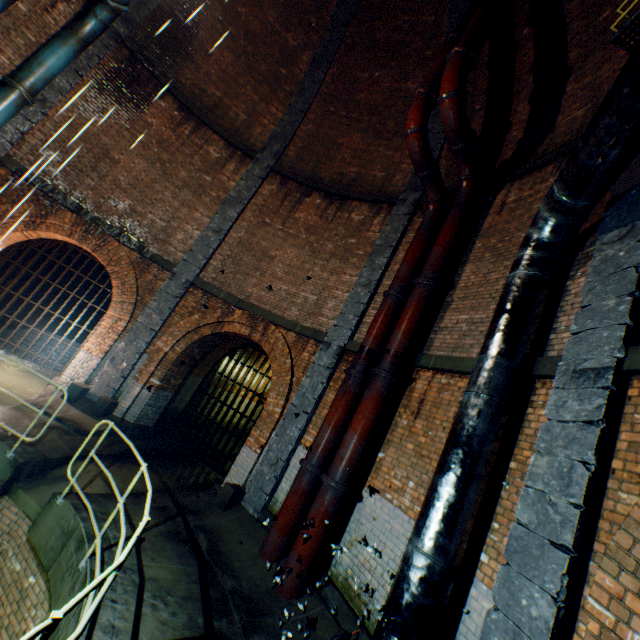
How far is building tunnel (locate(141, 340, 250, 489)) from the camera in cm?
920

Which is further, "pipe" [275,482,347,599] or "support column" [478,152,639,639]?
"support column" [478,152,639,639]

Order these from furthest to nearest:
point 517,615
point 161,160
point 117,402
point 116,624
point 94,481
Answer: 1. point 161,160
2. point 117,402
3. point 94,481
4. point 116,624
5. point 517,615

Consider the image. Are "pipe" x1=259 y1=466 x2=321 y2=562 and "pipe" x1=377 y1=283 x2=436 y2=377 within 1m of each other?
no

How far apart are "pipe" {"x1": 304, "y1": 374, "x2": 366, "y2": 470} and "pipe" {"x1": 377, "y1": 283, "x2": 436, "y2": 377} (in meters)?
0.47

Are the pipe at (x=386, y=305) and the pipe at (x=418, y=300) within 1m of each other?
yes

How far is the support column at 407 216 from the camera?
7.17m

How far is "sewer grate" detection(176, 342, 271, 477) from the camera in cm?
1115
